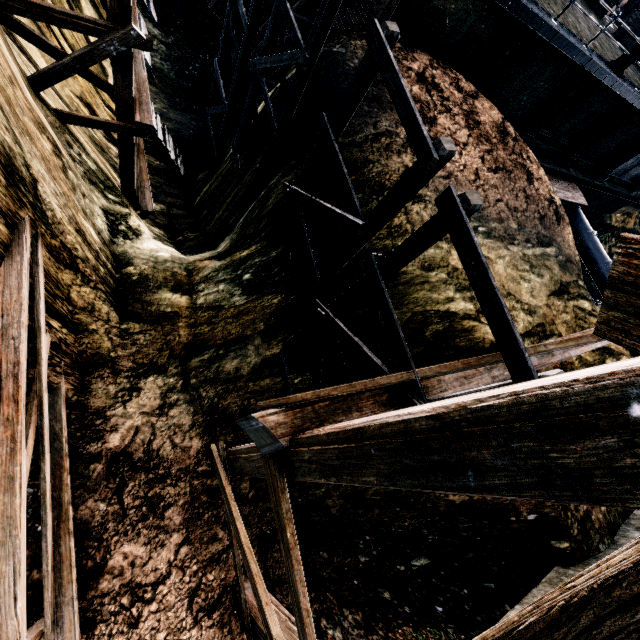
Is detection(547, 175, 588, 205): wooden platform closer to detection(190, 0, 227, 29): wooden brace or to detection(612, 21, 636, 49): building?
detection(612, 21, 636, 49): building

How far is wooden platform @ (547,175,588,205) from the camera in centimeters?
2205cm

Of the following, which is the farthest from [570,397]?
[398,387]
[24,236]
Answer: [24,236]

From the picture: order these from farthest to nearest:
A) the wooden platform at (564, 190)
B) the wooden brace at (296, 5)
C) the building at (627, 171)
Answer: the building at (627, 171)
the wooden platform at (564, 190)
the wooden brace at (296, 5)

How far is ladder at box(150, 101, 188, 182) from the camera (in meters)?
12.34

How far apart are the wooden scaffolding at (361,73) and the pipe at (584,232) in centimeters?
3007cm

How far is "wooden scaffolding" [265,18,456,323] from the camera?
4.42m

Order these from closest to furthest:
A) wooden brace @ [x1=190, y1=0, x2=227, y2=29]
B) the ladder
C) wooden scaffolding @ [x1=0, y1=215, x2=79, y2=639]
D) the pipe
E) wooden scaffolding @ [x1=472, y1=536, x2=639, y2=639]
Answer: wooden scaffolding @ [x1=472, y1=536, x2=639, y2=639], wooden scaffolding @ [x1=0, y1=215, x2=79, y2=639], the ladder, wooden brace @ [x1=190, y1=0, x2=227, y2=29], the pipe
